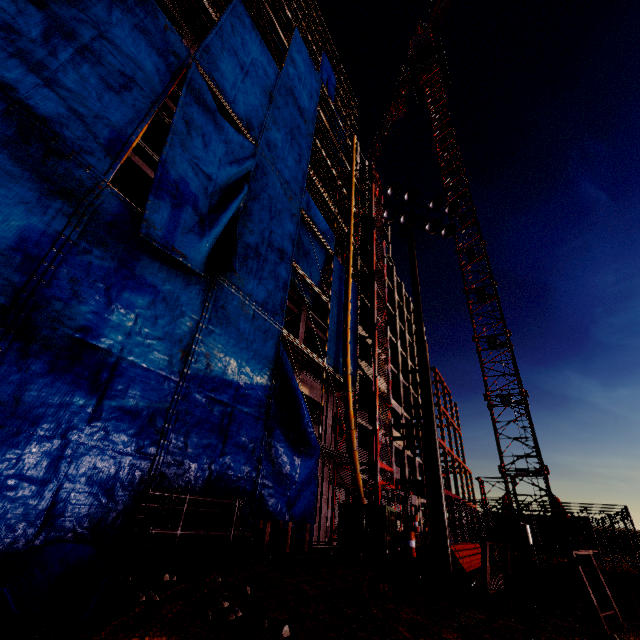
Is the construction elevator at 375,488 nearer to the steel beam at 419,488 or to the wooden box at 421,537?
the wooden box at 421,537

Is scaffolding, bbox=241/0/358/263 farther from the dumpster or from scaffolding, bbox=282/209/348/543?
the dumpster

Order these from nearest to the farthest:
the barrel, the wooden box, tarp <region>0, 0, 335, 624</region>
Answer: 1. tarp <region>0, 0, 335, 624</region>
2. the barrel
3. the wooden box

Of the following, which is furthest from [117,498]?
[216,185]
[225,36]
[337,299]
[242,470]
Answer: [225,36]

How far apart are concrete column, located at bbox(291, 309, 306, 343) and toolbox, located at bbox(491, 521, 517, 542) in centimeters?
1259cm

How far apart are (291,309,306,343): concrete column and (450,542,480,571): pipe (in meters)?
10.35

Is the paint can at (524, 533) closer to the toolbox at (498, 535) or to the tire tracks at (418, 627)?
the toolbox at (498, 535)

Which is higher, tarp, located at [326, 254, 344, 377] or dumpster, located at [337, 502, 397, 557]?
tarp, located at [326, 254, 344, 377]
